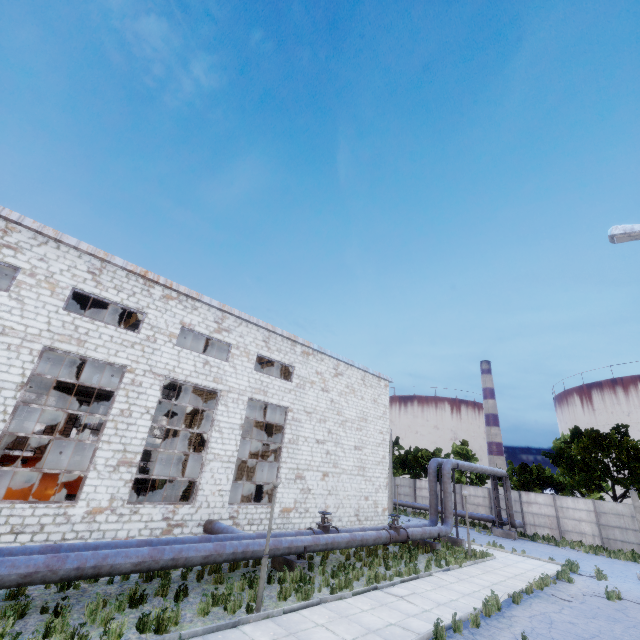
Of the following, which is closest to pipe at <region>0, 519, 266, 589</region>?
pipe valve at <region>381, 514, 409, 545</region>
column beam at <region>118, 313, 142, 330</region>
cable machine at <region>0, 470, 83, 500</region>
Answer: pipe valve at <region>381, 514, 409, 545</region>

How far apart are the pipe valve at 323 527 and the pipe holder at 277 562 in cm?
113

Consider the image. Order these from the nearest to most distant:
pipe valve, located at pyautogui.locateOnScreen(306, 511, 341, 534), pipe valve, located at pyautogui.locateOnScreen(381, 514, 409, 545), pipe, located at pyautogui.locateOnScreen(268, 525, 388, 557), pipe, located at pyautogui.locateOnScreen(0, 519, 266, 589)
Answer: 1. pipe, located at pyautogui.locateOnScreen(0, 519, 266, 589)
2. pipe, located at pyautogui.locateOnScreen(268, 525, 388, 557)
3. pipe valve, located at pyautogui.locateOnScreen(306, 511, 341, 534)
4. pipe valve, located at pyautogui.locateOnScreen(381, 514, 409, 545)

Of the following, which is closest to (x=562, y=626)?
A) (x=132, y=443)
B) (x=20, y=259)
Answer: (x=132, y=443)

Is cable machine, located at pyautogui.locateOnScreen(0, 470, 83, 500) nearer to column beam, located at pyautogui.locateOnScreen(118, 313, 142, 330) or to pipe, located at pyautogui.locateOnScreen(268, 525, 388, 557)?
pipe, located at pyautogui.locateOnScreen(268, 525, 388, 557)

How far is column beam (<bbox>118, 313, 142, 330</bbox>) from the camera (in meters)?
18.62

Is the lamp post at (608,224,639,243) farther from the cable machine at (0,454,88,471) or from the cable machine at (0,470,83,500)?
the cable machine at (0,454,88,471)

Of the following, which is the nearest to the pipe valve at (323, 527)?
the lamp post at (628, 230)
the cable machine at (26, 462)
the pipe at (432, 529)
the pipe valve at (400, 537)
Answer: the pipe at (432, 529)
